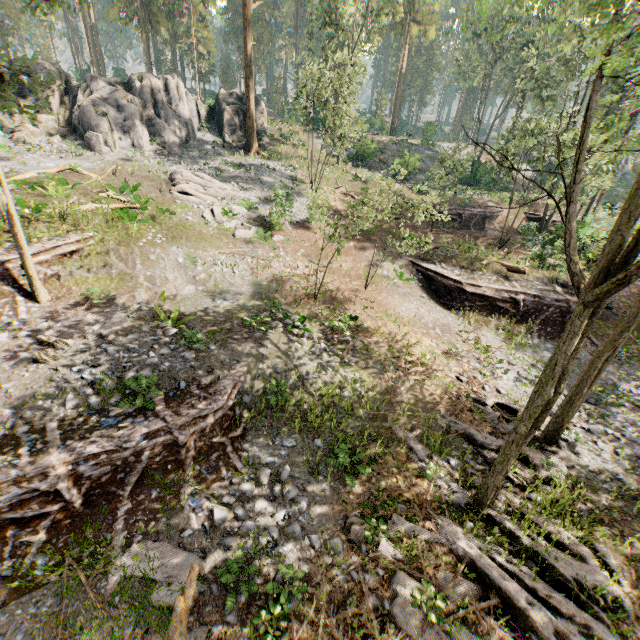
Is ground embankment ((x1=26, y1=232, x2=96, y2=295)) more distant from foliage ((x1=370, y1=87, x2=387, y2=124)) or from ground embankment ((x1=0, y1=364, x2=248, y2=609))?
ground embankment ((x1=0, y1=364, x2=248, y2=609))

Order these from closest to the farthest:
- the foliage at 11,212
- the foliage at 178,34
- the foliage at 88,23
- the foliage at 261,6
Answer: the foliage at 11,212, the foliage at 261,6, the foliage at 178,34, the foliage at 88,23

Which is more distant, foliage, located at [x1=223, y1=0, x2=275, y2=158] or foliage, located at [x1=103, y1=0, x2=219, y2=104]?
foliage, located at [x1=103, y1=0, x2=219, y2=104]

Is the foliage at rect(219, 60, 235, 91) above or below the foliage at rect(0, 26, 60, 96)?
below

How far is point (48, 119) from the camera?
25.58m

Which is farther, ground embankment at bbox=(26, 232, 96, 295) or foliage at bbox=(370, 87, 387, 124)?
foliage at bbox=(370, 87, 387, 124)

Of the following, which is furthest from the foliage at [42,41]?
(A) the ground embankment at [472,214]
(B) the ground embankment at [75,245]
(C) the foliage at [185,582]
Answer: (C) the foliage at [185,582]

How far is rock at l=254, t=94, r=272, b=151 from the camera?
32.8 meters
